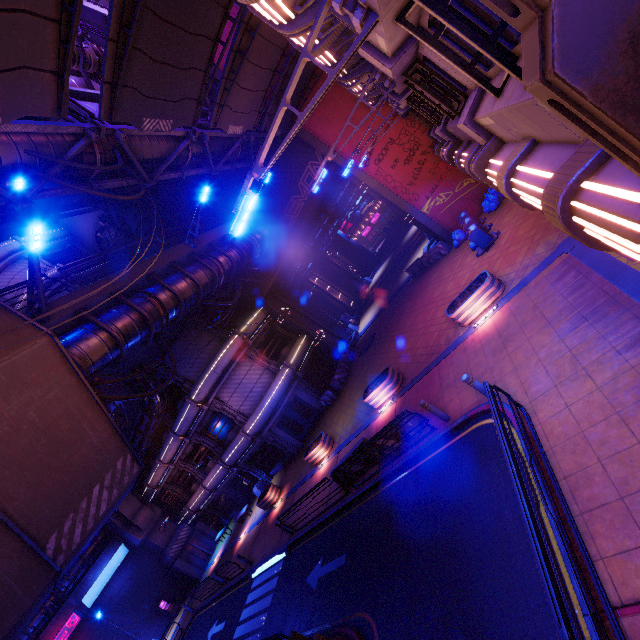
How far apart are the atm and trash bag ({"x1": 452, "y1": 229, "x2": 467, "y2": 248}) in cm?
3839

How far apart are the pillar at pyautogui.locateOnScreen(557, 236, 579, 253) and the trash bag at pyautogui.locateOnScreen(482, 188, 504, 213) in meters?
8.0

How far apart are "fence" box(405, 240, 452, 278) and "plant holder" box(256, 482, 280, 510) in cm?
1897

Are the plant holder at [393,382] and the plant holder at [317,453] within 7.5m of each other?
yes

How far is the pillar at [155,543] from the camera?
29.5 meters

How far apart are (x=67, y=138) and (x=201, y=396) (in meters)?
17.62

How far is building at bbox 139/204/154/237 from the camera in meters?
25.6

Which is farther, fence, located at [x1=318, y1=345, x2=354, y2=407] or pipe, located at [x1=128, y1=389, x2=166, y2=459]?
fence, located at [x1=318, y1=345, x2=354, y2=407]
